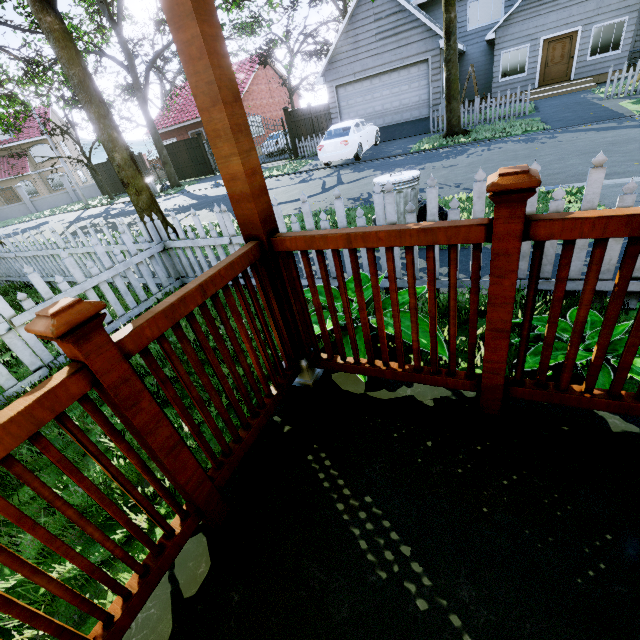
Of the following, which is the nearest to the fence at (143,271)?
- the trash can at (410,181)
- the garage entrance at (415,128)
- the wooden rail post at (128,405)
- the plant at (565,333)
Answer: the plant at (565,333)

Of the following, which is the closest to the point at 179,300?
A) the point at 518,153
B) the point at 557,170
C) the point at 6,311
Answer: the point at 6,311

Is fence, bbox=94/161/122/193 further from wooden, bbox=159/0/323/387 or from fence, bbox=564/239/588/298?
wooden, bbox=159/0/323/387

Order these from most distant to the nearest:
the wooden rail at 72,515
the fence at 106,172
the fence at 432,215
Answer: the fence at 106,172
the fence at 432,215
the wooden rail at 72,515

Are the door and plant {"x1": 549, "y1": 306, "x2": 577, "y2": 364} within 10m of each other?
no

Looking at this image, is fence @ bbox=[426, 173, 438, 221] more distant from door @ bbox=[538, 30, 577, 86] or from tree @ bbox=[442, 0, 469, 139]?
door @ bbox=[538, 30, 577, 86]

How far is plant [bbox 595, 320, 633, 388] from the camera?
1.6 meters

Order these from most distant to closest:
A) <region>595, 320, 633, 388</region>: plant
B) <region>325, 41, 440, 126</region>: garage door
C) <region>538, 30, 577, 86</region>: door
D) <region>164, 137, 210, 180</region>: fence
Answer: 1. <region>164, 137, 210, 180</region>: fence
2. <region>538, 30, 577, 86</region>: door
3. <region>325, 41, 440, 126</region>: garage door
4. <region>595, 320, 633, 388</region>: plant
